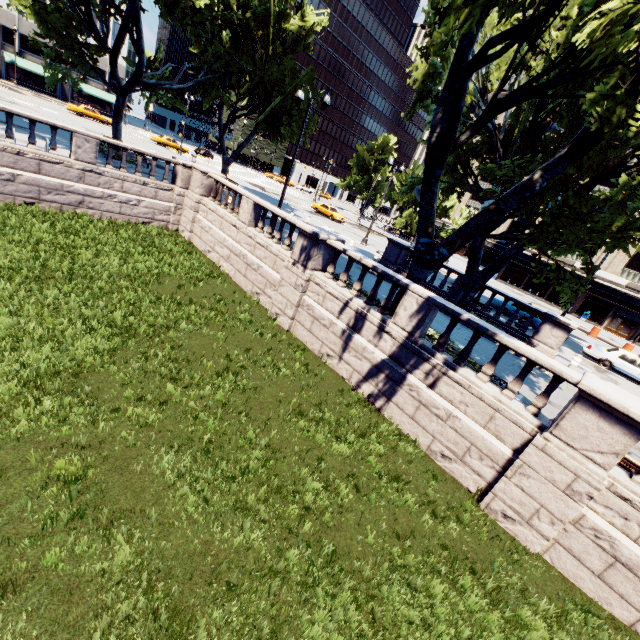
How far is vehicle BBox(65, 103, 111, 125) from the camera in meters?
41.9

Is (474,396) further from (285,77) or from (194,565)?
(285,77)

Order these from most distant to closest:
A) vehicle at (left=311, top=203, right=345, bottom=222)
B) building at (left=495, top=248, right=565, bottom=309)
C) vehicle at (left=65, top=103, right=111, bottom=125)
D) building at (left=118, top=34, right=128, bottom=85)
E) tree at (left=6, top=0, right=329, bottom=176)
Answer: building at (left=118, top=34, right=128, bottom=85) < building at (left=495, top=248, right=565, bottom=309) < vehicle at (left=65, top=103, right=111, bottom=125) < vehicle at (left=311, top=203, right=345, bottom=222) < tree at (left=6, top=0, right=329, bottom=176)

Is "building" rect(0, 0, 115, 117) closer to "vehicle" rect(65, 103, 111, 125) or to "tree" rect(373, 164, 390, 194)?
"tree" rect(373, 164, 390, 194)

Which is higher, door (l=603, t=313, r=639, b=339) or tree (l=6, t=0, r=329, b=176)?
tree (l=6, t=0, r=329, b=176)

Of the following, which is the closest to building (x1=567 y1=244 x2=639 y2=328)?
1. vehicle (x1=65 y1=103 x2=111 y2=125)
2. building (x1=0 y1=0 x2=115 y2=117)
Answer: vehicle (x1=65 y1=103 x2=111 y2=125)

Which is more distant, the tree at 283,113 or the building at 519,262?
the building at 519,262

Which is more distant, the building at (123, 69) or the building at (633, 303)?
the building at (123, 69)
